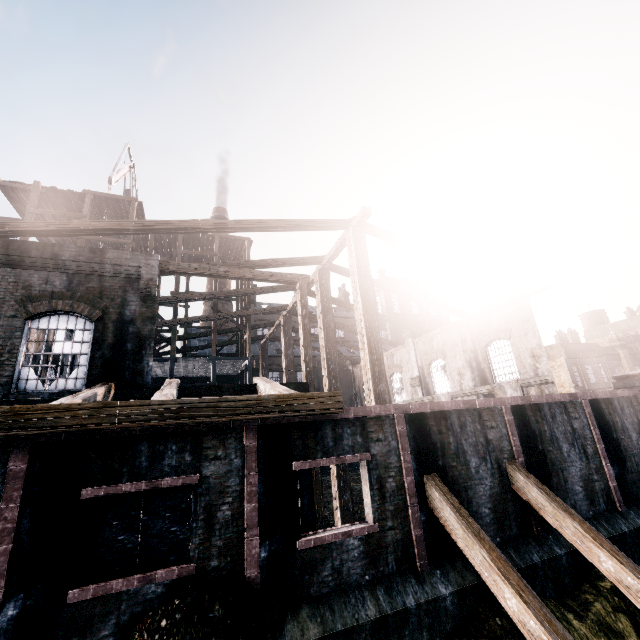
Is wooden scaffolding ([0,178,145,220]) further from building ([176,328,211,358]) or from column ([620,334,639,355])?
column ([620,334,639,355])

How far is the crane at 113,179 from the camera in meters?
27.6 m

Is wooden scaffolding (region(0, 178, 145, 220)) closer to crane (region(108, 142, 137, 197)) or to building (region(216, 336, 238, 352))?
building (region(216, 336, 238, 352))

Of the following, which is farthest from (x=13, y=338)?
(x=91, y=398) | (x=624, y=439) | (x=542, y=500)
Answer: (x=624, y=439)

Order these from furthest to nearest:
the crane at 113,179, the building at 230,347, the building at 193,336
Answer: the building at 230,347 → the building at 193,336 → the crane at 113,179

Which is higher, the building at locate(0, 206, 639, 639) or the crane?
the crane

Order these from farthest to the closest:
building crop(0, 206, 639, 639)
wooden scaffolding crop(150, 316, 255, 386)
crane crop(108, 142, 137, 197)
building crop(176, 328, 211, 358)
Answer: building crop(176, 328, 211, 358), crane crop(108, 142, 137, 197), wooden scaffolding crop(150, 316, 255, 386), building crop(0, 206, 639, 639)
